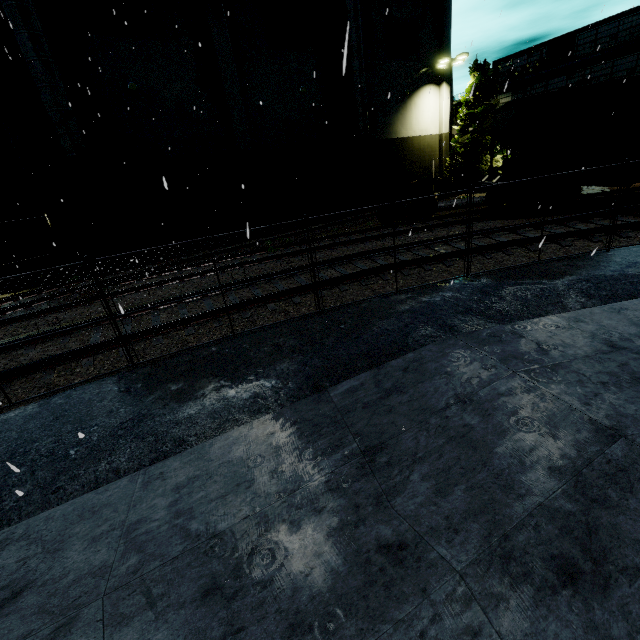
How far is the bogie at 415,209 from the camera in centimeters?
1677cm

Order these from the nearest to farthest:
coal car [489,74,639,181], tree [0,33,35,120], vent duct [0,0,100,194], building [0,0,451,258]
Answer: coal car [489,74,639,181] < vent duct [0,0,100,194] < tree [0,33,35,120] < building [0,0,451,258]

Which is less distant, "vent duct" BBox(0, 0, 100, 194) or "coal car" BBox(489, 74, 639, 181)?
"coal car" BBox(489, 74, 639, 181)

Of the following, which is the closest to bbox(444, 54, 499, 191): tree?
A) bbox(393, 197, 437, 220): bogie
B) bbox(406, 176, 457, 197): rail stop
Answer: bbox(393, 197, 437, 220): bogie

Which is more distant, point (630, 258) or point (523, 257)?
point (523, 257)

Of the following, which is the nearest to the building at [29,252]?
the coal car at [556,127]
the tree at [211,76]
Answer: the tree at [211,76]

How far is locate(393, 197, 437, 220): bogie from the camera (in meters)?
16.77

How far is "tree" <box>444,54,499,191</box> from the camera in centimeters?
2468cm
